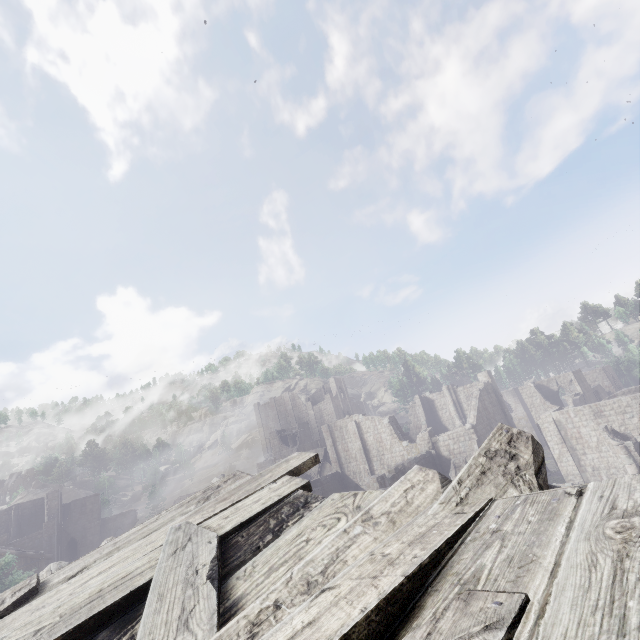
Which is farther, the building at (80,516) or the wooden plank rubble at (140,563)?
the building at (80,516)

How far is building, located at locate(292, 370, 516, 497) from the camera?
30.9m

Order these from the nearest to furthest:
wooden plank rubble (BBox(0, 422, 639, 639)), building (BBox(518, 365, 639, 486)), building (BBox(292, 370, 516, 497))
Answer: wooden plank rubble (BBox(0, 422, 639, 639)) < building (BBox(518, 365, 639, 486)) < building (BBox(292, 370, 516, 497))

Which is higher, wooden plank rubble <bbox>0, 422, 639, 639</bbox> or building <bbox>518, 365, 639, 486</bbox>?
wooden plank rubble <bbox>0, 422, 639, 639</bbox>

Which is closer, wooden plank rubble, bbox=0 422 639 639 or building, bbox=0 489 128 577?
wooden plank rubble, bbox=0 422 639 639

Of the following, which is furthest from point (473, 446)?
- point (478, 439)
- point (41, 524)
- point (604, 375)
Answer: point (41, 524)
